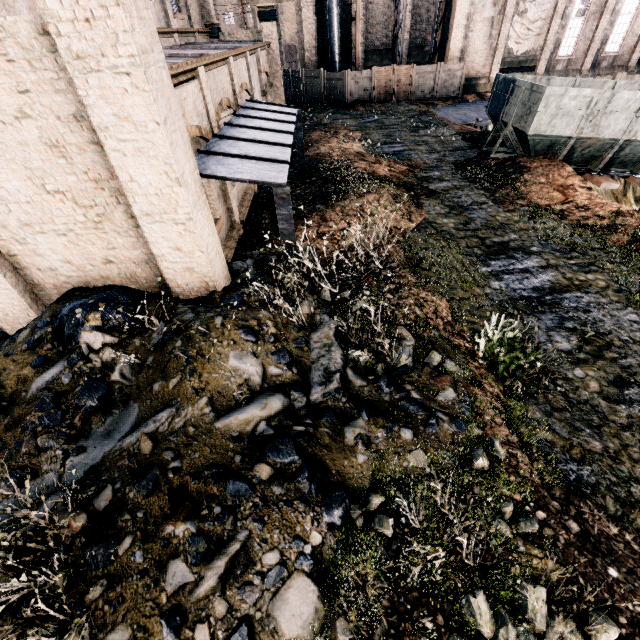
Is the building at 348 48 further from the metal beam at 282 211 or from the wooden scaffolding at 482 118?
the metal beam at 282 211

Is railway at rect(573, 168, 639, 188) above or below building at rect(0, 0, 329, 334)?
below

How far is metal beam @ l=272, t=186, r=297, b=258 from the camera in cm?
714

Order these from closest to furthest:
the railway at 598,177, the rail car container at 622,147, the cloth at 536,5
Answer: the rail car container at 622,147 → the railway at 598,177 → the cloth at 536,5

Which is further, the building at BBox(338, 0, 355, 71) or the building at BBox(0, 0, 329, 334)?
the building at BBox(338, 0, 355, 71)

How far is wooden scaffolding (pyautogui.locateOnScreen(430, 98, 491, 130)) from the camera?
25.34m

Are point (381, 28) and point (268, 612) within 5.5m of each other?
no

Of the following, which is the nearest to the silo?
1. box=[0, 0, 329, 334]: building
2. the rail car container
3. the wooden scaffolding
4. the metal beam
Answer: the wooden scaffolding
